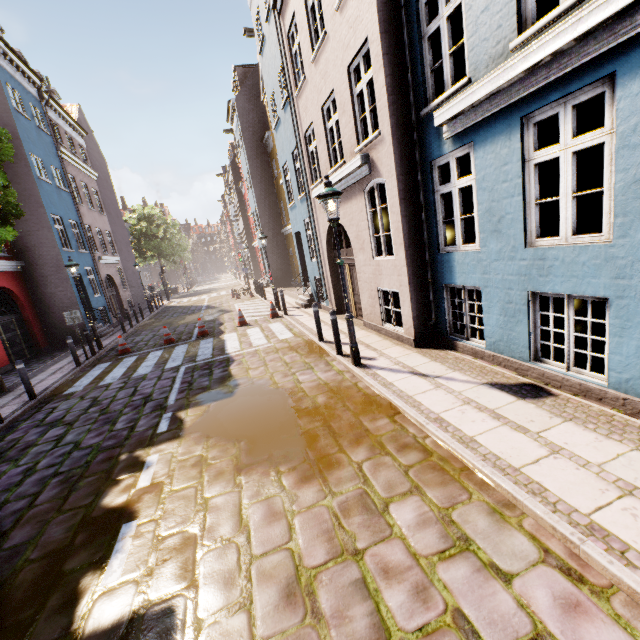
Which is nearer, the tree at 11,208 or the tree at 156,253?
Answer: the tree at 11,208

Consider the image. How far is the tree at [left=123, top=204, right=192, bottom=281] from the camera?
38.31m

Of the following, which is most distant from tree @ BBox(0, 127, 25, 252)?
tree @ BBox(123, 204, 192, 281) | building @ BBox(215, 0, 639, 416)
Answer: tree @ BBox(123, 204, 192, 281)

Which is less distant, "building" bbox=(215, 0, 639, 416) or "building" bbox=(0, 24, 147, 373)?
"building" bbox=(215, 0, 639, 416)

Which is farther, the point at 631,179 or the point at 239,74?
the point at 239,74

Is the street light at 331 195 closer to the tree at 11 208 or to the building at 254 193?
the building at 254 193

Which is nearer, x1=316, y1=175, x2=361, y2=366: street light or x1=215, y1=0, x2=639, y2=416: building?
x1=215, y1=0, x2=639, y2=416: building

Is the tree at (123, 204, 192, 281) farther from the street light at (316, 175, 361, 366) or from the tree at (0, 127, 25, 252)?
the street light at (316, 175, 361, 366)
